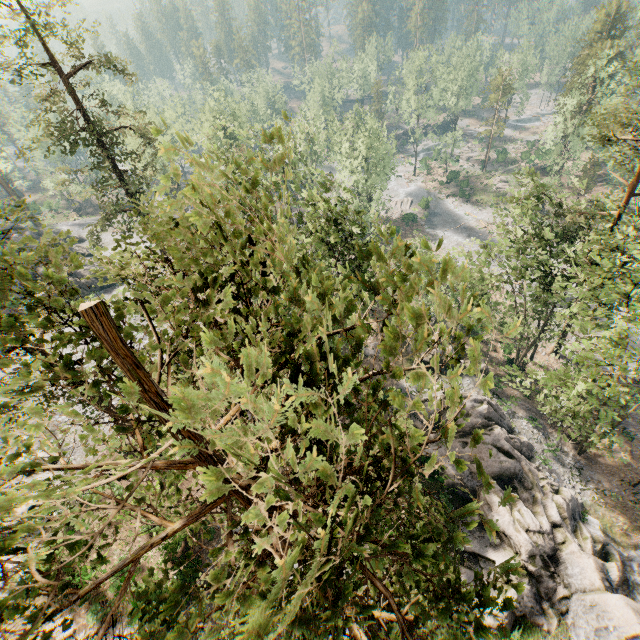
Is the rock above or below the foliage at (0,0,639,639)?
below

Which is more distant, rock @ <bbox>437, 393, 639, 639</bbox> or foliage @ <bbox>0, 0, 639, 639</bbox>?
rock @ <bbox>437, 393, 639, 639</bbox>

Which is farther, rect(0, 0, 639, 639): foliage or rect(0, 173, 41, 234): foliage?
rect(0, 173, 41, 234): foliage

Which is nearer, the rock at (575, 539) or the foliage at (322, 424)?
the foliage at (322, 424)

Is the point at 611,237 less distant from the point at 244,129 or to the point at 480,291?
the point at 480,291

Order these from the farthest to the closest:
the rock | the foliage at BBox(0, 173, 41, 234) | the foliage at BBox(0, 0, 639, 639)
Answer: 1. the rock
2. the foliage at BBox(0, 173, 41, 234)
3. the foliage at BBox(0, 0, 639, 639)
